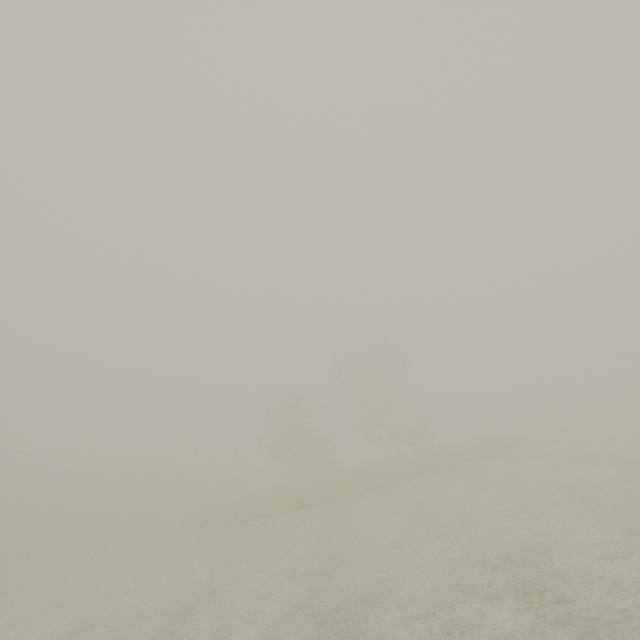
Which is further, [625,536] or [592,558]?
[625,536]
